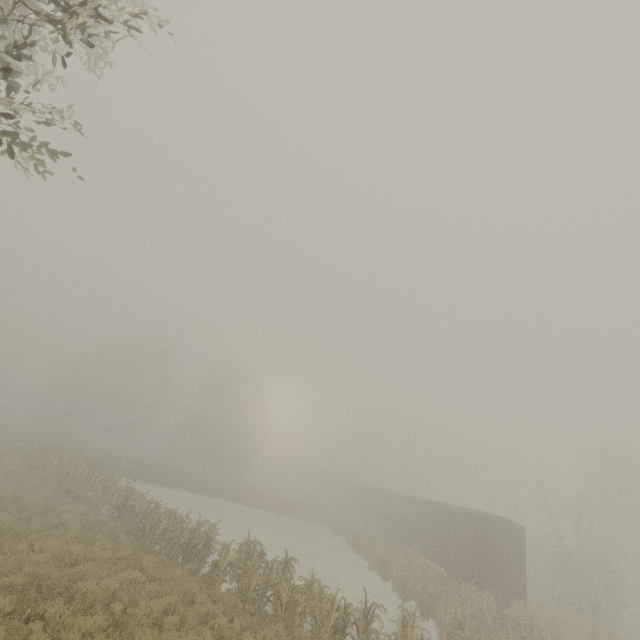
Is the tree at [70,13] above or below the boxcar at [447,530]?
above

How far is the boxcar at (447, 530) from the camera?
18.6 meters

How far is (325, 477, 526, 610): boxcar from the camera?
18.64m

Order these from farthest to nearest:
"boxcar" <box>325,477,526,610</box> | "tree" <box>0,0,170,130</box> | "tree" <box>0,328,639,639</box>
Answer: "boxcar" <box>325,477,526,610</box>, "tree" <box>0,328,639,639</box>, "tree" <box>0,0,170,130</box>

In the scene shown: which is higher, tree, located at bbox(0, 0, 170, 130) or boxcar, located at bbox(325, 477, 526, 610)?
tree, located at bbox(0, 0, 170, 130)

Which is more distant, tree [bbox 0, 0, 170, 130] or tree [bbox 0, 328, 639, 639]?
tree [bbox 0, 328, 639, 639]

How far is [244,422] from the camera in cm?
4894

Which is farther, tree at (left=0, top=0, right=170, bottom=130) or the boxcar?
the boxcar
